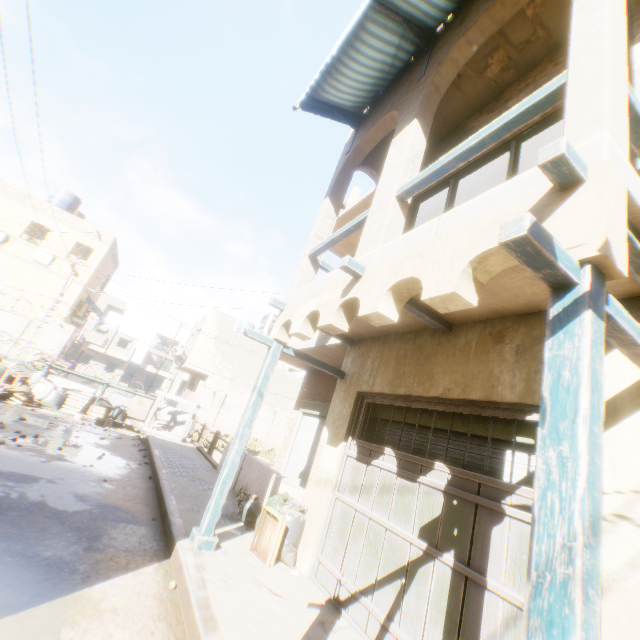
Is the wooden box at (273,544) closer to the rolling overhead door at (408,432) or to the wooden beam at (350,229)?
the rolling overhead door at (408,432)

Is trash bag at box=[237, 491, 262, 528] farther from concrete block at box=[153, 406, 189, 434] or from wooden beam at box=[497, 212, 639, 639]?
concrete block at box=[153, 406, 189, 434]

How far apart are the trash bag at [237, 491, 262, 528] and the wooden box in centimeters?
8cm

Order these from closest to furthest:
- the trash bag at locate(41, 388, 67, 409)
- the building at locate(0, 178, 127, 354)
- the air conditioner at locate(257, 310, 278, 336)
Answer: the air conditioner at locate(257, 310, 278, 336)
the trash bag at locate(41, 388, 67, 409)
the building at locate(0, 178, 127, 354)

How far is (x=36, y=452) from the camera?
6.8m

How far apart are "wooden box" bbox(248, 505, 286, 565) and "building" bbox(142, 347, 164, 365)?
59.5 meters

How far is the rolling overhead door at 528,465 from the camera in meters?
3.3 m

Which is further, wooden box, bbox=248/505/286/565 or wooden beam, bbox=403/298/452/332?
wooden box, bbox=248/505/286/565
